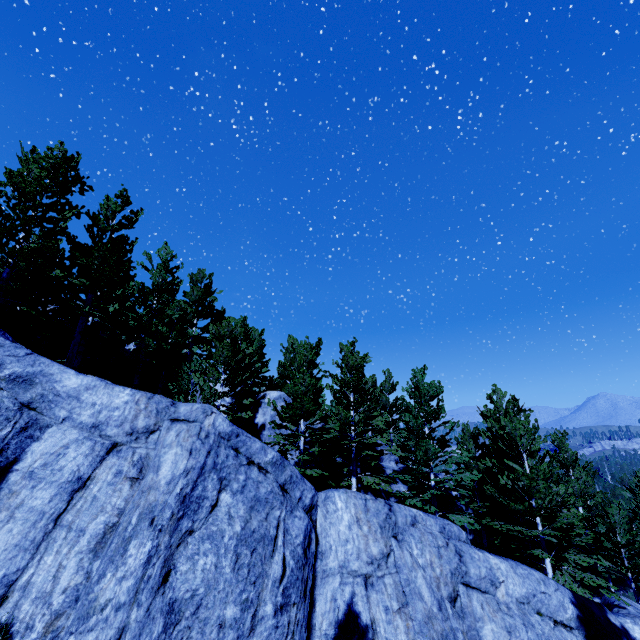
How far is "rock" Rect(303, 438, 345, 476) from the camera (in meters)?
19.28

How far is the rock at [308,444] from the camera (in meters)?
19.28

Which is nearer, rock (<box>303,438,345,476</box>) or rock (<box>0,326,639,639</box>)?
rock (<box>0,326,639,639</box>)

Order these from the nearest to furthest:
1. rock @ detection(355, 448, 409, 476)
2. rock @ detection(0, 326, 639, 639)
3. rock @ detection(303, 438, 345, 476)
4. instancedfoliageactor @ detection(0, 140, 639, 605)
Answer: rock @ detection(0, 326, 639, 639)
instancedfoliageactor @ detection(0, 140, 639, 605)
rock @ detection(303, 438, 345, 476)
rock @ detection(355, 448, 409, 476)

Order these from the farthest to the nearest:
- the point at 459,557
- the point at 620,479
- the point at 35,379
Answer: the point at 620,479
the point at 459,557
the point at 35,379

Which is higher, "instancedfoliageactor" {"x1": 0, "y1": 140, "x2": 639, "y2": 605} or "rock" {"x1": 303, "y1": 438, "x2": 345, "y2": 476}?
"rock" {"x1": 303, "y1": 438, "x2": 345, "y2": 476}
